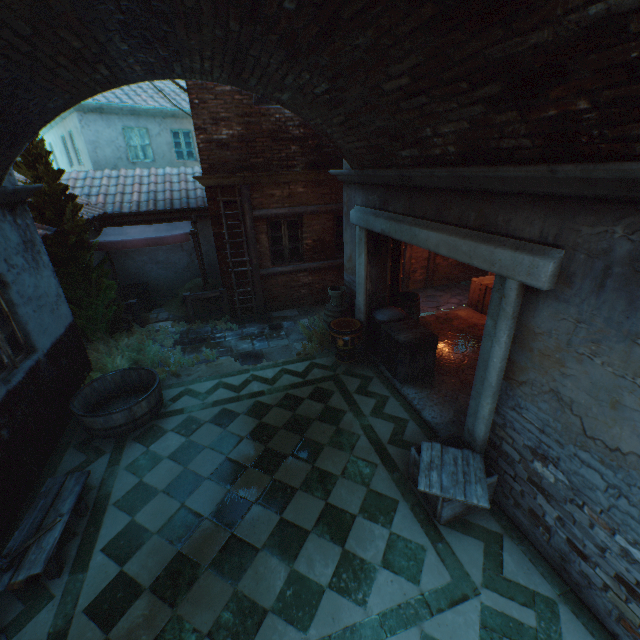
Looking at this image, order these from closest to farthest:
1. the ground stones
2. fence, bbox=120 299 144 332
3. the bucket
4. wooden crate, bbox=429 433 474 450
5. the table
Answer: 1. the table
2. wooden crate, bbox=429 433 474 450
3. the bucket
4. fence, bbox=120 299 144 332
5. the ground stones

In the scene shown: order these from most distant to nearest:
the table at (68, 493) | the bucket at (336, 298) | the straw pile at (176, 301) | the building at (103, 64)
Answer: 1. the straw pile at (176, 301)
2. the bucket at (336, 298)
3. the table at (68, 493)
4. the building at (103, 64)

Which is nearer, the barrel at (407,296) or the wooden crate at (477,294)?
the barrel at (407,296)

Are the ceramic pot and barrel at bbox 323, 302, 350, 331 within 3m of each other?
yes

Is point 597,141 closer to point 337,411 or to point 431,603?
point 431,603

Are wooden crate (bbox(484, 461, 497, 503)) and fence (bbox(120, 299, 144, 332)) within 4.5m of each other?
no

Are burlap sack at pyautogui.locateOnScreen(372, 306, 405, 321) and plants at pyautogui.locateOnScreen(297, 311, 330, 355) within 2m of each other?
yes

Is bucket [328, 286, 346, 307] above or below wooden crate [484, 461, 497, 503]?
above
